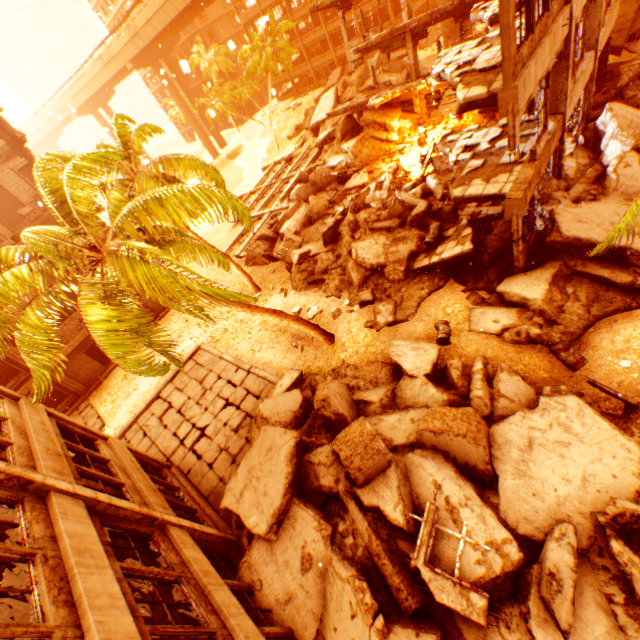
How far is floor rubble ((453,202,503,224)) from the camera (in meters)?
13.99

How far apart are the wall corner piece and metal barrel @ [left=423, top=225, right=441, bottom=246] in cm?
1342

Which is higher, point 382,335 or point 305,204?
point 305,204

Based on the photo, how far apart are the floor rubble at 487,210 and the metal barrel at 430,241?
1.2 meters

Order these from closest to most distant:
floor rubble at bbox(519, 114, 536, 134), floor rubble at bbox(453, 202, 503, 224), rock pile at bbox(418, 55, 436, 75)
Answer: floor rubble at bbox(519, 114, 536, 134)
floor rubble at bbox(453, 202, 503, 224)
rock pile at bbox(418, 55, 436, 75)

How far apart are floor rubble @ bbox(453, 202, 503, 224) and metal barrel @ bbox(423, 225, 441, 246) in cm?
115

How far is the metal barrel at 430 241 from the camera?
14.04m

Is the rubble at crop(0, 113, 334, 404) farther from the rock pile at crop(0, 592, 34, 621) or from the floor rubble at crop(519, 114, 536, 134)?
the floor rubble at crop(519, 114, 536, 134)
